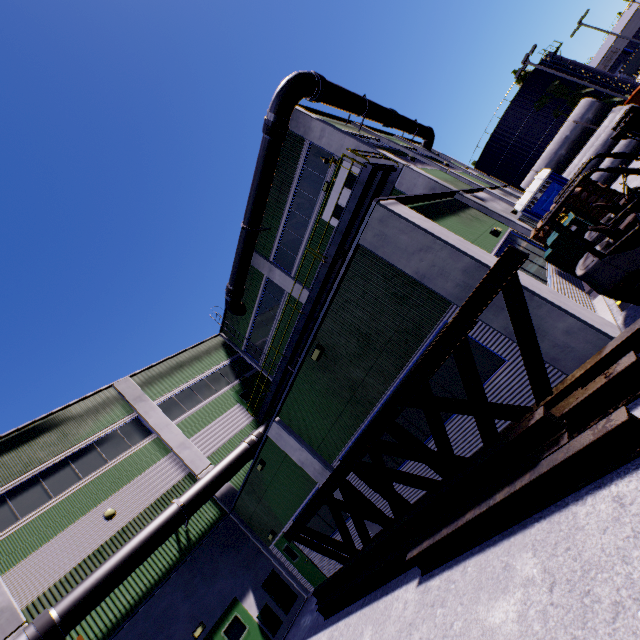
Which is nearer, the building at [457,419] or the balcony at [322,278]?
the building at [457,419]

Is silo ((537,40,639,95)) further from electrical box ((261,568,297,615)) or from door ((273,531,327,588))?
electrical box ((261,568,297,615))

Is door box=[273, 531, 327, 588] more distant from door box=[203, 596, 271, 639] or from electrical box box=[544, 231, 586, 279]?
electrical box box=[544, 231, 586, 279]

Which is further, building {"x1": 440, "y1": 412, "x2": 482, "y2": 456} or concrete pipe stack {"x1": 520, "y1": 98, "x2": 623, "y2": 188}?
concrete pipe stack {"x1": 520, "y1": 98, "x2": 623, "y2": 188}

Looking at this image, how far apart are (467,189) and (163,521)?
19.6m

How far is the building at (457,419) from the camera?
7.5m

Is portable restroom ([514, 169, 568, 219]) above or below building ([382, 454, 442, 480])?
above

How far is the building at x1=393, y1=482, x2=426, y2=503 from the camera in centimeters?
900cm
